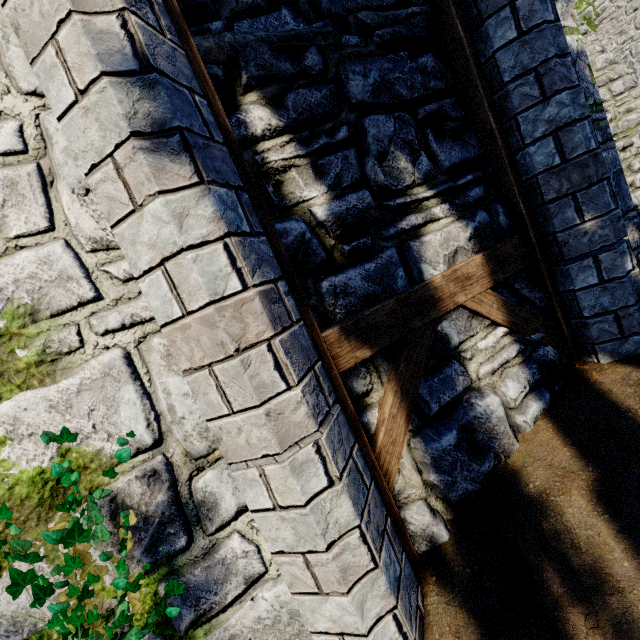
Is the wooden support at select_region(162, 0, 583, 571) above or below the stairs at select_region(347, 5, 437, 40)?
below

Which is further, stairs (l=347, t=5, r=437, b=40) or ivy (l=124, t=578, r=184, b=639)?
stairs (l=347, t=5, r=437, b=40)

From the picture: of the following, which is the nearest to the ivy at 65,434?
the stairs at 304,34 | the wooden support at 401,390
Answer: the wooden support at 401,390

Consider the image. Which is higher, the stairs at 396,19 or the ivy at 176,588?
the stairs at 396,19

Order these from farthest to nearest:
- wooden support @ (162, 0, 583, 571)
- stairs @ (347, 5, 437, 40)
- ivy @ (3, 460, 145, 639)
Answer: stairs @ (347, 5, 437, 40)
wooden support @ (162, 0, 583, 571)
ivy @ (3, 460, 145, 639)

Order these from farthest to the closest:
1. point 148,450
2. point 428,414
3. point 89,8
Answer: point 428,414, point 148,450, point 89,8

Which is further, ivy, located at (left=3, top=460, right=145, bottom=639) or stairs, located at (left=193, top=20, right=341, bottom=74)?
stairs, located at (left=193, top=20, right=341, bottom=74)
